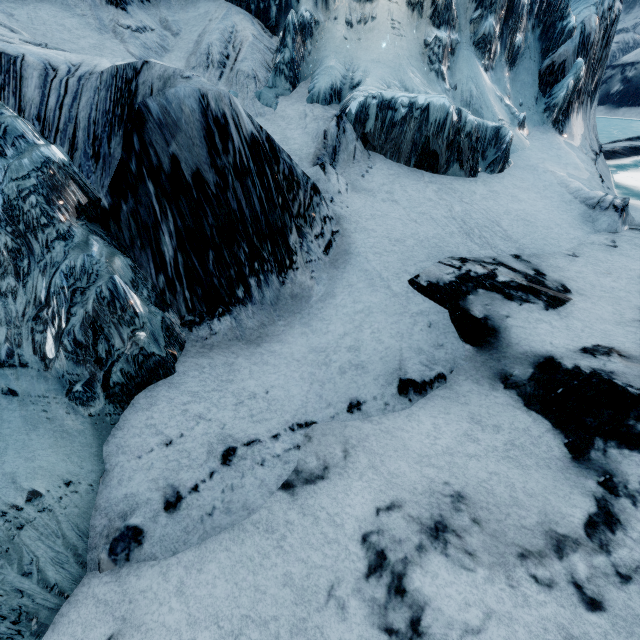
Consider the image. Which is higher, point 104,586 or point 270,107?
point 270,107
